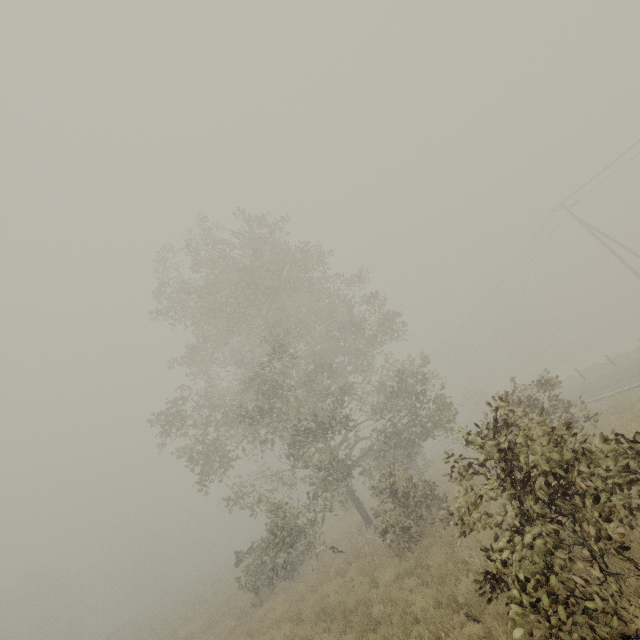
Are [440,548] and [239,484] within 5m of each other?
no
